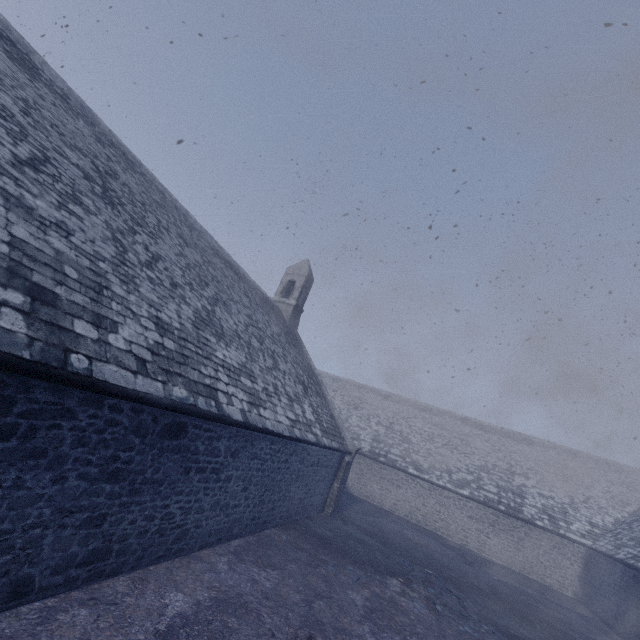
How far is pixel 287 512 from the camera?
11.1m
